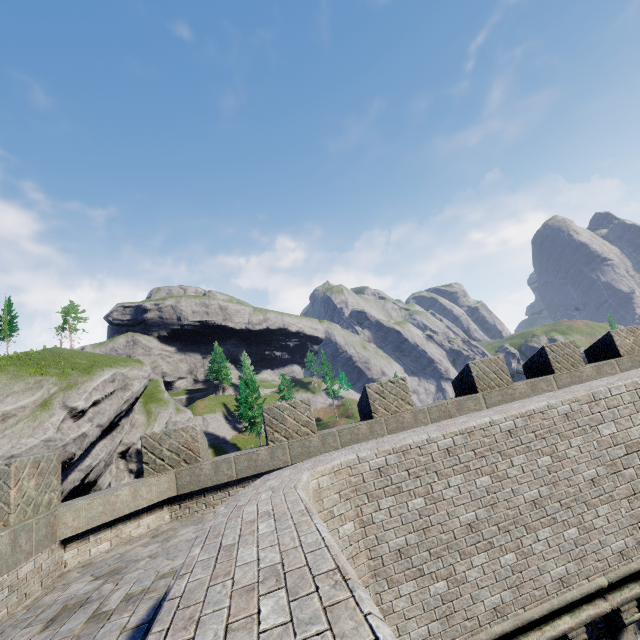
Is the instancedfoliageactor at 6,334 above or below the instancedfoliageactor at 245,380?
above

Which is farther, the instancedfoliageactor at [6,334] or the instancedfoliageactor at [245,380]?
the instancedfoliageactor at [245,380]

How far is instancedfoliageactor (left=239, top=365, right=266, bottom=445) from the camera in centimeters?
5319cm

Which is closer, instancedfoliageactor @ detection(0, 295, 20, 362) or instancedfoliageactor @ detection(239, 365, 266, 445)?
instancedfoliageactor @ detection(0, 295, 20, 362)

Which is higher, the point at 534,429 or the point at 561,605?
the point at 534,429

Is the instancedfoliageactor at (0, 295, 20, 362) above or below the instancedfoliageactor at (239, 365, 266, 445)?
above
